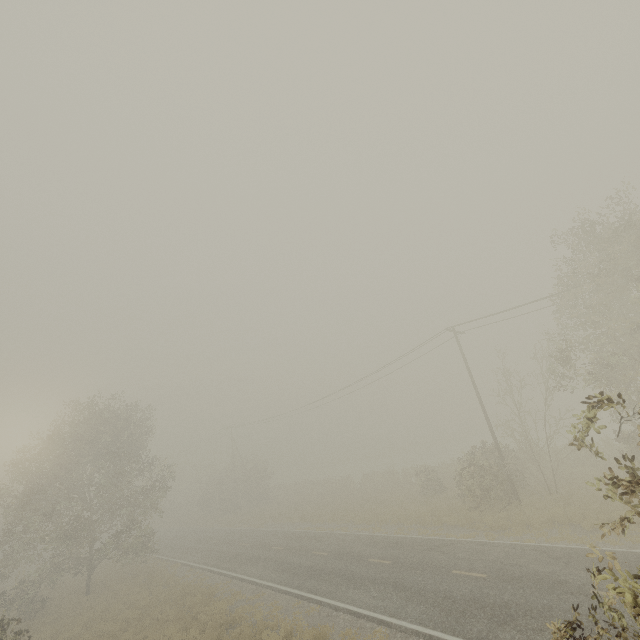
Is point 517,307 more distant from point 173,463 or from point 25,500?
point 25,500

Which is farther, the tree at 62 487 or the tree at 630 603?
the tree at 62 487

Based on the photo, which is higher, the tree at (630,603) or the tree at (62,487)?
the tree at (62,487)

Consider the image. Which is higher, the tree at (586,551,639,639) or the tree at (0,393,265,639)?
the tree at (0,393,265,639)

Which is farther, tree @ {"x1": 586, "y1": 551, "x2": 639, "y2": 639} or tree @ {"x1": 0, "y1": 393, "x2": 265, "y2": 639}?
tree @ {"x1": 0, "y1": 393, "x2": 265, "y2": 639}
